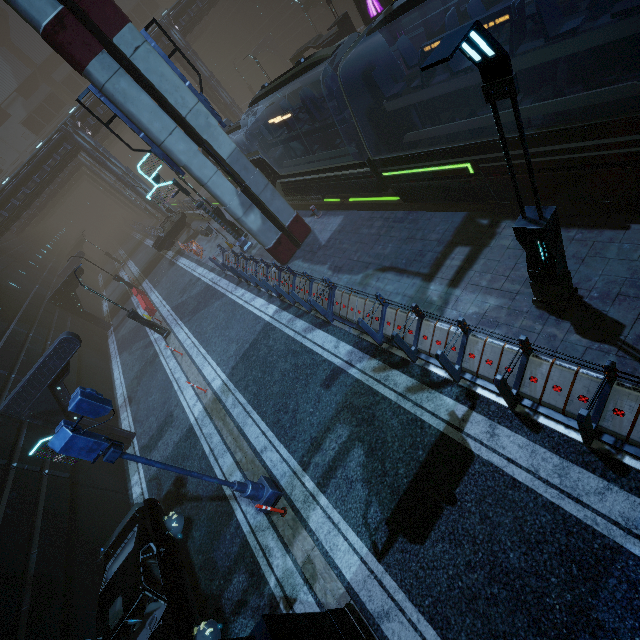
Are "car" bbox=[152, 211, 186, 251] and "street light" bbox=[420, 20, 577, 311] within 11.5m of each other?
no

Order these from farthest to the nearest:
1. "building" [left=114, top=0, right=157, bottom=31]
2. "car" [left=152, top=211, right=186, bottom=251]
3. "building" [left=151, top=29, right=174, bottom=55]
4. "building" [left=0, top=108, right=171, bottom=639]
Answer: "building" [left=114, top=0, right=157, bottom=31], "building" [left=151, top=29, right=174, bottom=55], "car" [left=152, top=211, right=186, bottom=251], "building" [left=0, top=108, right=171, bottom=639]

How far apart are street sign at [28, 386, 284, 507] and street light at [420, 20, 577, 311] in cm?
697

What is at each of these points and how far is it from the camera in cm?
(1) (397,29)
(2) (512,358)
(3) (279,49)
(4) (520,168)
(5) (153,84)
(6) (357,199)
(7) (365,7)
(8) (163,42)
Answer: (1) sign, 1800
(2) building, 563
(3) building, 4169
(4) train, 771
(5) sm, 1038
(6) train rail, 1606
(7) sign, 1798
(8) building, 3089

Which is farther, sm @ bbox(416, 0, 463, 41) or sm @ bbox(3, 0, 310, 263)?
sm @ bbox(416, 0, 463, 41)

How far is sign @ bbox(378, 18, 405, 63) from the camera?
17.9 meters

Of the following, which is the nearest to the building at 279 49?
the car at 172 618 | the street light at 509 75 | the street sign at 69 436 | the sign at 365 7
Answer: the car at 172 618

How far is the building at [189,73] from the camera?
33.8m
